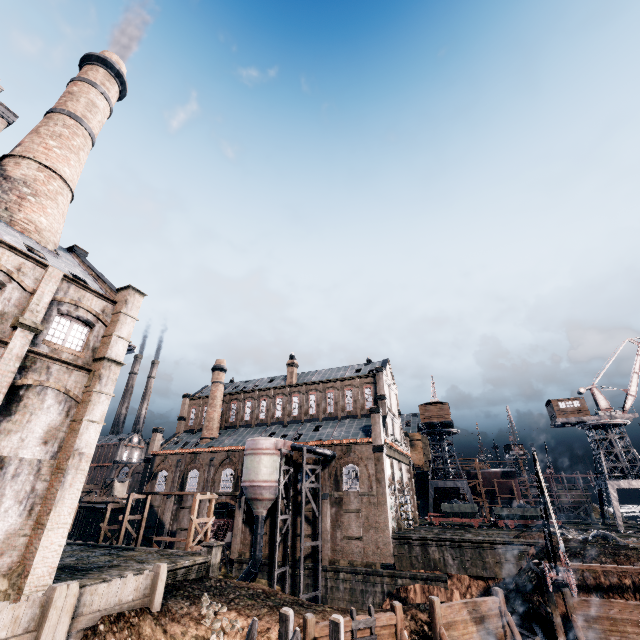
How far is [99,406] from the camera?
17.6m

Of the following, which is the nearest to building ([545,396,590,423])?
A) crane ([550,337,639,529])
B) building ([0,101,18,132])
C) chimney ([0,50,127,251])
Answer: crane ([550,337,639,529])

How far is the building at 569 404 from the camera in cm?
4894

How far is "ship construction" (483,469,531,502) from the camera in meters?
57.5 m

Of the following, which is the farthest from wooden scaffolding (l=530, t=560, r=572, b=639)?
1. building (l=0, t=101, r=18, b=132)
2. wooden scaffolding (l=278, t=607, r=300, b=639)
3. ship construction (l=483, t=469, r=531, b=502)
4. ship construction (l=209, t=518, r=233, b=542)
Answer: ship construction (l=483, t=469, r=531, b=502)

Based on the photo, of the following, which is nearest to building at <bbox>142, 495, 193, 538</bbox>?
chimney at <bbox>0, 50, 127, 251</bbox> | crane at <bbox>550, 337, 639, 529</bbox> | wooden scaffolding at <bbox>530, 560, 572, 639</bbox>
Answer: wooden scaffolding at <bbox>530, 560, 572, 639</bbox>

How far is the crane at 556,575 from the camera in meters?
16.2

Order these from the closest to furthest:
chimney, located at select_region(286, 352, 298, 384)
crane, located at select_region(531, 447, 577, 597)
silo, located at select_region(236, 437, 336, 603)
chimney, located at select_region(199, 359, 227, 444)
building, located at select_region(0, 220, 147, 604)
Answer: building, located at select_region(0, 220, 147, 604) < crane, located at select_region(531, 447, 577, 597) < silo, located at select_region(236, 437, 336, 603) < chimney, located at select_region(199, 359, 227, 444) < chimney, located at select_region(286, 352, 298, 384)
